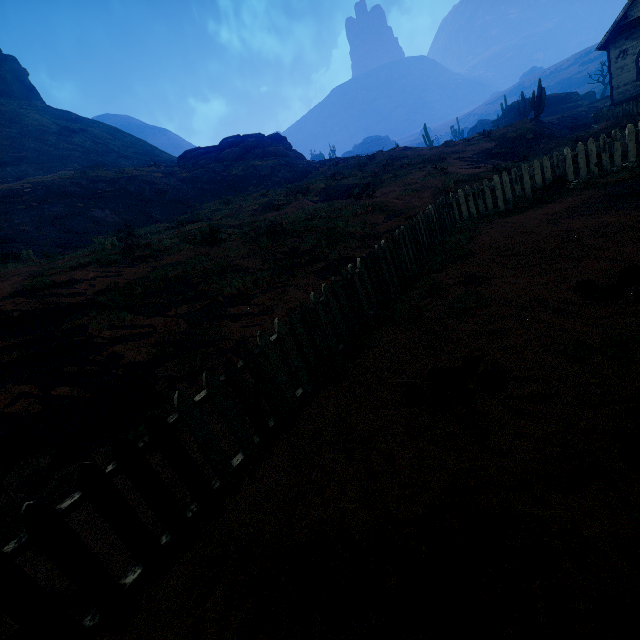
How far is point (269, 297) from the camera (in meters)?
6.96

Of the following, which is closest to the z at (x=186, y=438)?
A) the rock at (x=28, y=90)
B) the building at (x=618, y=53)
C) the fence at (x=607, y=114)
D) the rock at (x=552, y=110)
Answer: the building at (x=618, y=53)

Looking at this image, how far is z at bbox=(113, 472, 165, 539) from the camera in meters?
2.8 m

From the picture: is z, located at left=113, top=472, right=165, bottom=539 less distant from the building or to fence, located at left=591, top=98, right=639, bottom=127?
the building

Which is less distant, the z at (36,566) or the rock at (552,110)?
the z at (36,566)

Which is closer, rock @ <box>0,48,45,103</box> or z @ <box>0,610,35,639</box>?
z @ <box>0,610,35,639</box>

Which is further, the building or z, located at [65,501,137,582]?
the building
